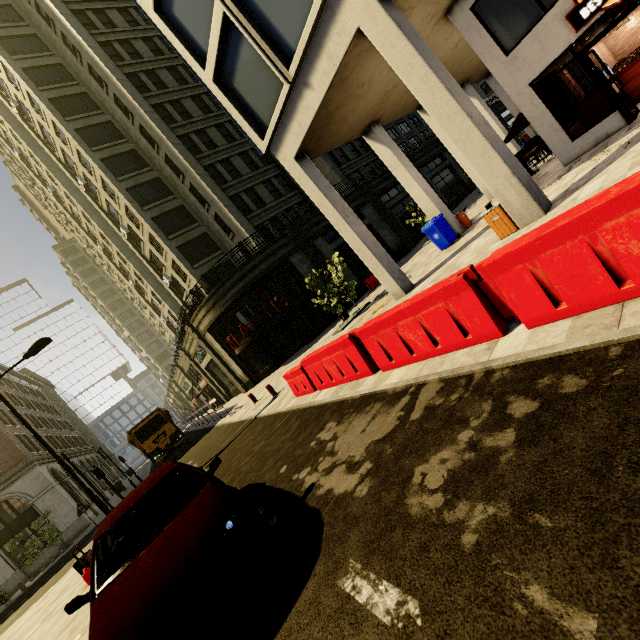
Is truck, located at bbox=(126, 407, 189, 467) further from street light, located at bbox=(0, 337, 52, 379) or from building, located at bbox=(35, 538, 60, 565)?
street light, located at bbox=(0, 337, 52, 379)

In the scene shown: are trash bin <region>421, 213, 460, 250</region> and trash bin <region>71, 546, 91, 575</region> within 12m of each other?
no

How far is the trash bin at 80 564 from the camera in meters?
7.0

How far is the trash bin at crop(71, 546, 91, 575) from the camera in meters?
7.0

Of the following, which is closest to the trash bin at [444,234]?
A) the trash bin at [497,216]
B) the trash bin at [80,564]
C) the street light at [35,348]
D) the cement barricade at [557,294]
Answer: the trash bin at [497,216]

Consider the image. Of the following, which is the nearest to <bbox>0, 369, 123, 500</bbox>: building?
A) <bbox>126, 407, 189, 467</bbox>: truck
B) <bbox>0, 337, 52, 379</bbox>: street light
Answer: <bbox>126, 407, 189, 467</bbox>: truck

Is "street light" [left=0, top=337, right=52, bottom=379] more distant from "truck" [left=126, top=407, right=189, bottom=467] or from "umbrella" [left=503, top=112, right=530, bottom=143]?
"umbrella" [left=503, top=112, right=530, bottom=143]

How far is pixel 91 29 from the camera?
24.7 meters
